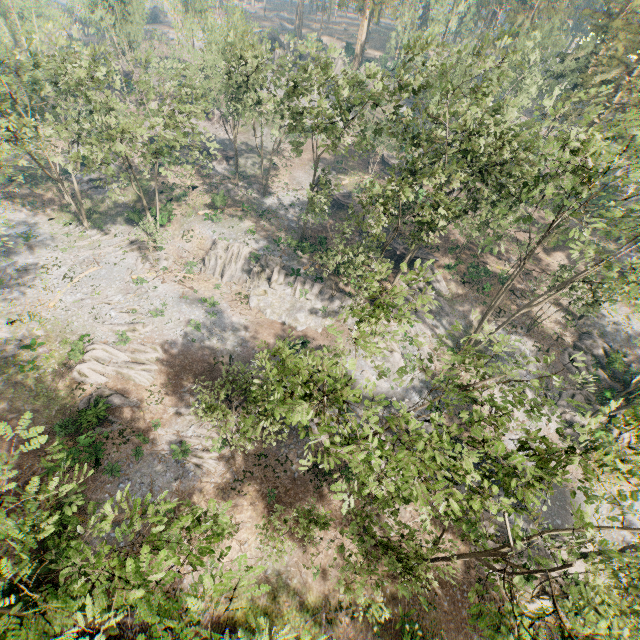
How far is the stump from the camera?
41.41m

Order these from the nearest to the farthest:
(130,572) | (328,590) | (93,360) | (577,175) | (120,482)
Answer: (130,572)
(577,175)
(328,590)
(120,482)
(93,360)

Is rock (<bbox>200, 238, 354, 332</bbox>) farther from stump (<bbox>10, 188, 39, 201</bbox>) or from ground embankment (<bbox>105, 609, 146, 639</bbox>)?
stump (<bbox>10, 188, 39, 201</bbox>)

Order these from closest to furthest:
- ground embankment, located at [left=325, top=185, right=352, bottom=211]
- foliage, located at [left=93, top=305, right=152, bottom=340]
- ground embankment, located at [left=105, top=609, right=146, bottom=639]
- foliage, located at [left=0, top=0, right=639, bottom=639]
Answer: foliage, located at [left=0, top=0, right=639, bottom=639] → ground embankment, located at [left=105, top=609, right=146, bottom=639] → foliage, located at [left=93, top=305, right=152, bottom=340] → ground embankment, located at [left=325, top=185, right=352, bottom=211]

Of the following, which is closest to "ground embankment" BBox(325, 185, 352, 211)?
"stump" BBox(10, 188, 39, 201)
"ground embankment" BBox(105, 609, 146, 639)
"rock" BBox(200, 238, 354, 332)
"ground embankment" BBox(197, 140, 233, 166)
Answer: "rock" BBox(200, 238, 354, 332)

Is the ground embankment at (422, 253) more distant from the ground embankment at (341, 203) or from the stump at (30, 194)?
the stump at (30, 194)

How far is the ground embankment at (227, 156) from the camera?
52.38m

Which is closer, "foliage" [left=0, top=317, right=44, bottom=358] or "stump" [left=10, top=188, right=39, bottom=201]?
"foliage" [left=0, top=317, right=44, bottom=358]
